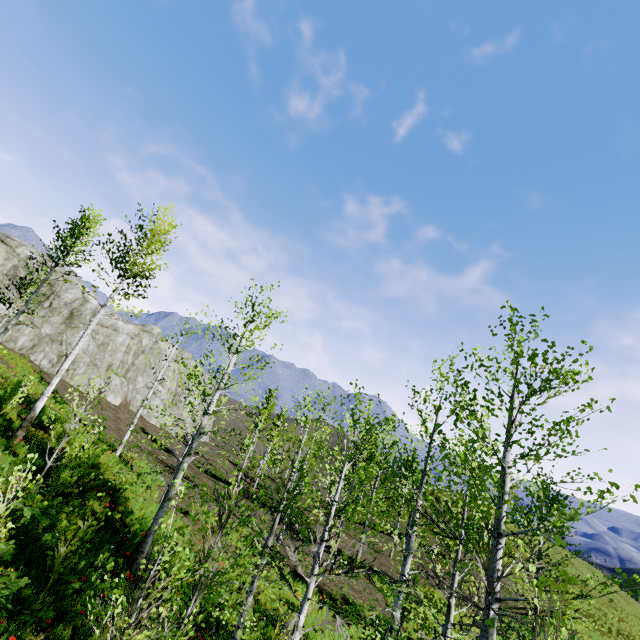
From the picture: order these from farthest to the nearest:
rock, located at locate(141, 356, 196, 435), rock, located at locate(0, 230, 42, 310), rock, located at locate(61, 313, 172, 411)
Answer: rock, located at locate(141, 356, 196, 435), rock, located at locate(61, 313, 172, 411), rock, located at locate(0, 230, 42, 310)

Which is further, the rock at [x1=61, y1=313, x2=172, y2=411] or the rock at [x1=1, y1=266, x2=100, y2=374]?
the rock at [x1=61, y1=313, x2=172, y2=411]

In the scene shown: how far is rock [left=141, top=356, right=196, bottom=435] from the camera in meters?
34.7 m

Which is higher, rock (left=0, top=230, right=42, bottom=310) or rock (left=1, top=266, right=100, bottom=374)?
rock (left=0, top=230, right=42, bottom=310)

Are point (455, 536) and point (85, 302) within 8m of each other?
no

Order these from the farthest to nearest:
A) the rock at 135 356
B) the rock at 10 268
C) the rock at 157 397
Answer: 1. the rock at 157 397
2. the rock at 135 356
3. the rock at 10 268

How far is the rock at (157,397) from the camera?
34.7m
